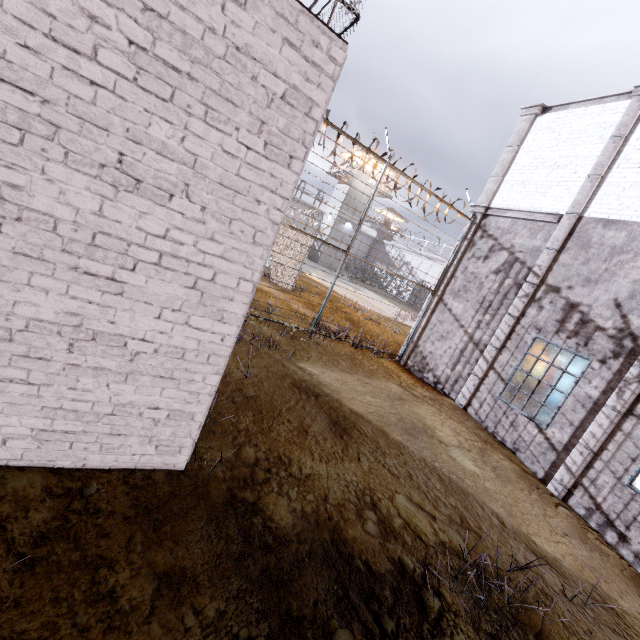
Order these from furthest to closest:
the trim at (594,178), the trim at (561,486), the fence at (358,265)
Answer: the fence at (358,265), the trim at (594,178), the trim at (561,486)

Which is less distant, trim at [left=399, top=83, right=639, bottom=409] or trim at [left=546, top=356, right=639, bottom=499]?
trim at [left=546, top=356, right=639, bottom=499]

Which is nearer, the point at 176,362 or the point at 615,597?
the point at 176,362

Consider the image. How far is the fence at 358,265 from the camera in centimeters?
891cm

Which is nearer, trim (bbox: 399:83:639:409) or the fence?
trim (bbox: 399:83:639:409)

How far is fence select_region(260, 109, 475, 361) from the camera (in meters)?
8.91

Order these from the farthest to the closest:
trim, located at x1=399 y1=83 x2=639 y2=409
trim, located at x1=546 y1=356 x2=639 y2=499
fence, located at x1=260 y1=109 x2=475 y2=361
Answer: fence, located at x1=260 y1=109 x2=475 y2=361
trim, located at x1=399 y1=83 x2=639 y2=409
trim, located at x1=546 y1=356 x2=639 y2=499
